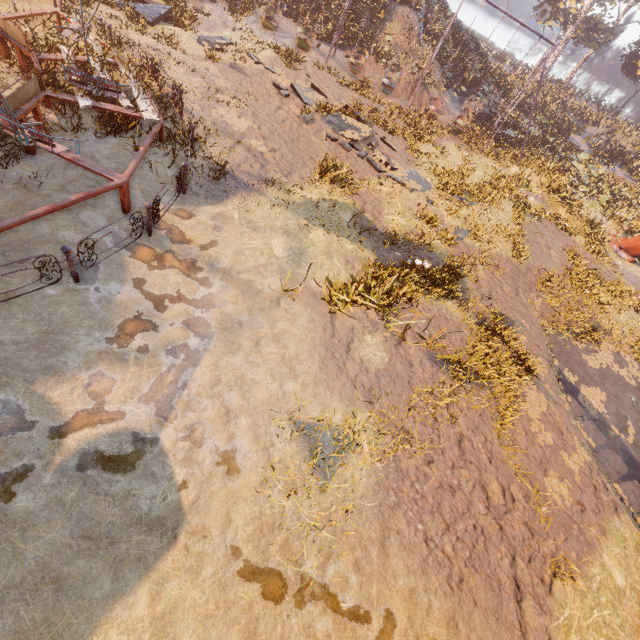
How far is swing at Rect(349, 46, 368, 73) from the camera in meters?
21.0

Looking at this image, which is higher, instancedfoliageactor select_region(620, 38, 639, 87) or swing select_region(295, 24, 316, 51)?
instancedfoliageactor select_region(620, 38, 639, 87)

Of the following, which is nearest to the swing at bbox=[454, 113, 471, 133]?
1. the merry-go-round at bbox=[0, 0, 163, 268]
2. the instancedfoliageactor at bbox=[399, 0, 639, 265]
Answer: the instancedfoliageactor at bbox=[399, 0, 639, 265]

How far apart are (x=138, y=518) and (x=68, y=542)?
0.8m

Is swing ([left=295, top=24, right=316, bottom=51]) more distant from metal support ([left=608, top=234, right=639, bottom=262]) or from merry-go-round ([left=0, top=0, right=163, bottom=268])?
merry-go-round ([left=0, top=0, right=163, bottom=268])

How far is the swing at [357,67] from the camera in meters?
21.0
